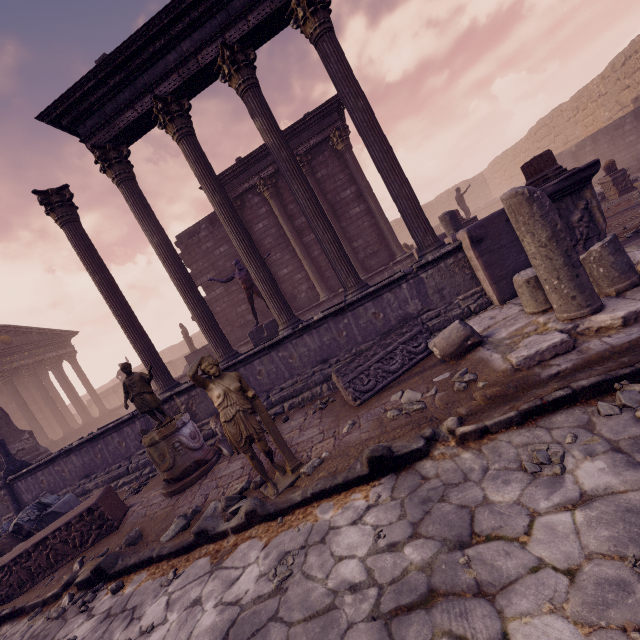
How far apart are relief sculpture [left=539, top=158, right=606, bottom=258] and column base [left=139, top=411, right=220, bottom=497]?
6.0 meters

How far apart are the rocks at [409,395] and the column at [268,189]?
8.9 meters

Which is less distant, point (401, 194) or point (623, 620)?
point (623, 620)

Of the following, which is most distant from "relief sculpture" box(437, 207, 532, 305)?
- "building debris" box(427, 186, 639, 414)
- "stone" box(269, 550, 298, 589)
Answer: "stone" box(269, 550, 298, 589)

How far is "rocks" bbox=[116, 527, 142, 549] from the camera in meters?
4.8

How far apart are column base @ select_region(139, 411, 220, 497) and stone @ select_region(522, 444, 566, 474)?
5.1 meters

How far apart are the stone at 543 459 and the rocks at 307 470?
2.4 meters

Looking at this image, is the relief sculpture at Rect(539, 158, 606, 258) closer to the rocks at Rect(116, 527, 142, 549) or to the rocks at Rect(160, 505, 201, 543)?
the rocks at Rect(160, 505, 201, 543)
